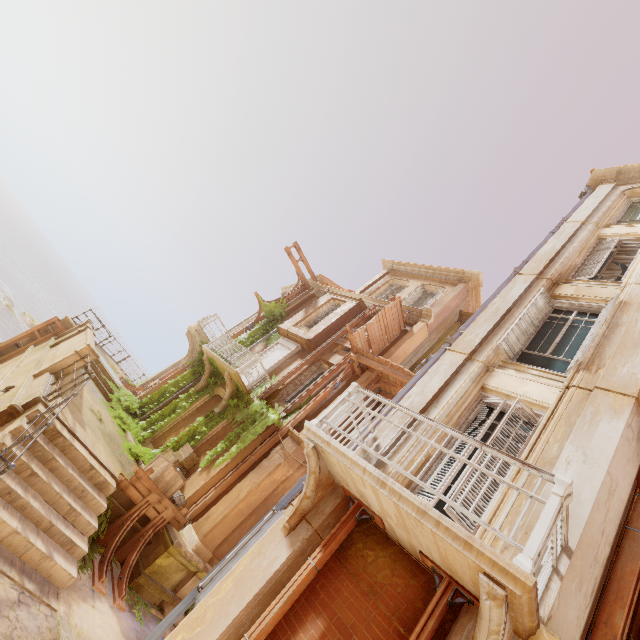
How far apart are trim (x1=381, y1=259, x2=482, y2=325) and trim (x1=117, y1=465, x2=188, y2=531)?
15.5 meters

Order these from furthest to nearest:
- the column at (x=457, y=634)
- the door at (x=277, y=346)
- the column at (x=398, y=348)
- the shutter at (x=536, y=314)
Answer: the door at (x=277, y=346), the column at (x=398, y=348), the shutter at (x=536, y=314), the column at (x=457, y=634)

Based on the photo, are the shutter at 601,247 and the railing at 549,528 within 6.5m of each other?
no

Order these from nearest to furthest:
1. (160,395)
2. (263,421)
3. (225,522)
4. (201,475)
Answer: (225,522) → (201,475) → (263,421) → (160,395)

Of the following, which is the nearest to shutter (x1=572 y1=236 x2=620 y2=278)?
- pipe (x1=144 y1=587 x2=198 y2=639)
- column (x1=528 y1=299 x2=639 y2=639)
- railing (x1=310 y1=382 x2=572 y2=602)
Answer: column (x1=528 y1=299 x2=639 y2=639)

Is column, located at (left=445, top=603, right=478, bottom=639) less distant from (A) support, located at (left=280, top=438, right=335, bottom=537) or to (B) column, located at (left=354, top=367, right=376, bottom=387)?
(A) support, located at (left=280, top=438, right=335, bottom=537)

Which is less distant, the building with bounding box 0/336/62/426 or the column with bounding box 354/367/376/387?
the building with bounding box 0/336/62/426

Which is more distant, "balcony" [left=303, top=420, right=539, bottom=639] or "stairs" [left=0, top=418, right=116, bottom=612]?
"stairs" [left=0, top=418, right=116, bottom=612]
